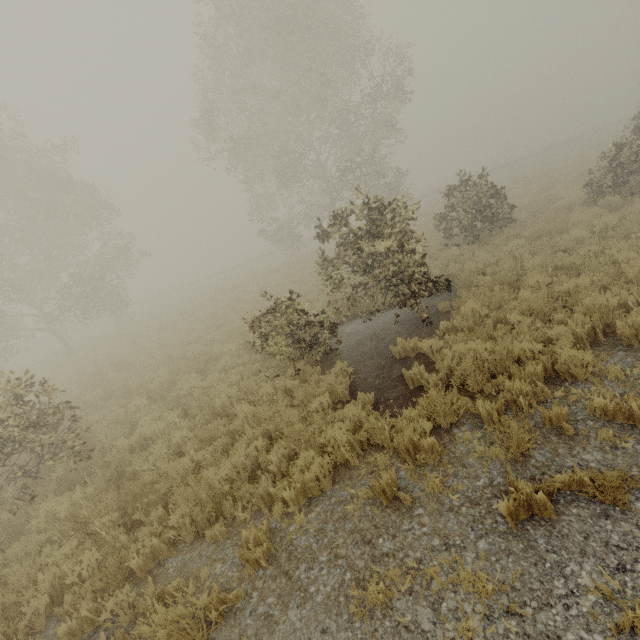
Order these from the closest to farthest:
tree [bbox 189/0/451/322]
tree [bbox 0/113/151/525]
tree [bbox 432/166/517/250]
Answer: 1. tree [bbox 0/113/151/525]
2. tree [bbox 189/0/451/322]
3. tree [bbox 432/166/517/250]

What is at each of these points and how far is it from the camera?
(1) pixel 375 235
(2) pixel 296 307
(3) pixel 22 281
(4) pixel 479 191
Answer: (1) tree, 8.78m
(2) tree, 8.21m
(3) tree, 18.44m
(4) tree, 12.30m

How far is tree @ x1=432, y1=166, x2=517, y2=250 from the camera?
12.2m

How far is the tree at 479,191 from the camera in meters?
12.2

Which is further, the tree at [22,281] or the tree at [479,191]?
the tree at [479,191]

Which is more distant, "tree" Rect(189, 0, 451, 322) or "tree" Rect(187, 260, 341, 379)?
"tree" Rect(189, 0, 451, 322)
